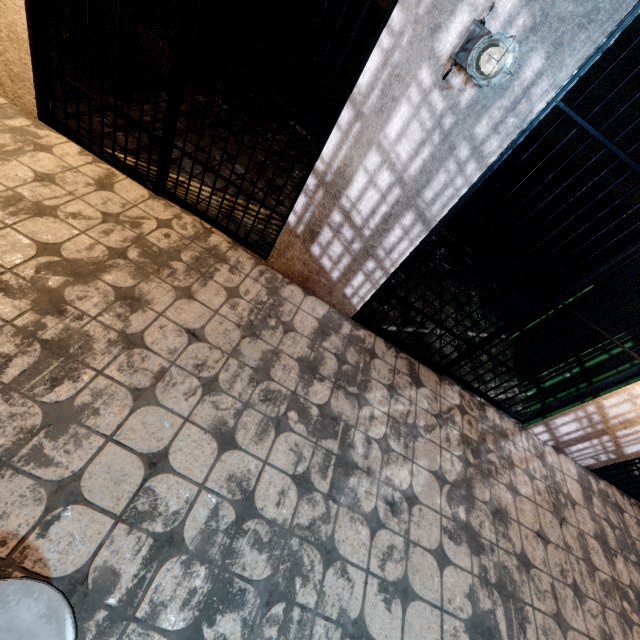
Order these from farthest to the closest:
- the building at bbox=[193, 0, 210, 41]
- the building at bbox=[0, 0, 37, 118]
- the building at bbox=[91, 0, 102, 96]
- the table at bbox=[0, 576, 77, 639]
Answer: the building at bbox=[193, 0, 210, 41]
the building at bbox=[91, 0, 102, 96]
the building at bbox=[0, 0, 37, 118]
the table at bbox=[0, 576, 77, 639]

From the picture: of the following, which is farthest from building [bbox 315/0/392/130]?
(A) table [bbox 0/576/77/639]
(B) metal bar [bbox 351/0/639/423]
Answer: (A) table [bbox 0/576/77/639]

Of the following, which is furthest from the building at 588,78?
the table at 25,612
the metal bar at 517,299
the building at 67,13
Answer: the table at 25,612

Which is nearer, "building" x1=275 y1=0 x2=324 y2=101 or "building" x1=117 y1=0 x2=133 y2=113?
"building" x1=117 y1=0 x2=133 y2=113

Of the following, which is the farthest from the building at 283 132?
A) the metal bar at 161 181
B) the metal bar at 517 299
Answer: the metal bar at 517 299

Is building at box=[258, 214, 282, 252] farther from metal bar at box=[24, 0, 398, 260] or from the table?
the table

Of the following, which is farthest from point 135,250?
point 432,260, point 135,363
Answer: point 432,260

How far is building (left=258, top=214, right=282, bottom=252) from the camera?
2.96m
